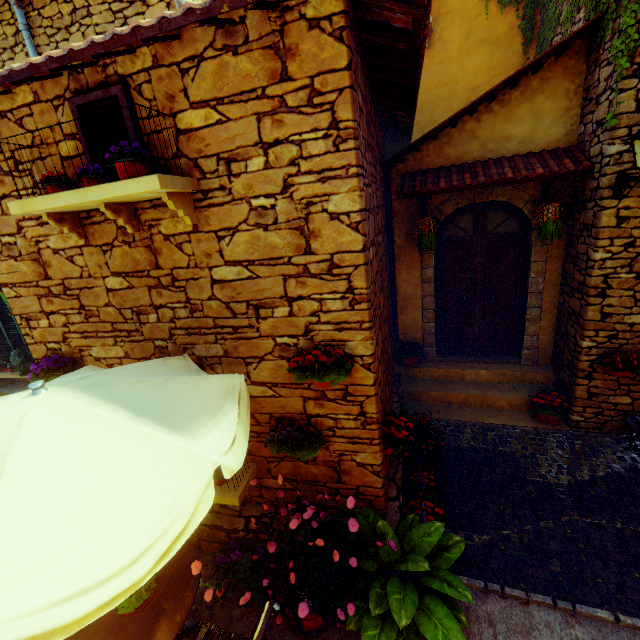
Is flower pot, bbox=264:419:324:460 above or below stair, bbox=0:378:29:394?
above

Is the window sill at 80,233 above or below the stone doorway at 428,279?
above

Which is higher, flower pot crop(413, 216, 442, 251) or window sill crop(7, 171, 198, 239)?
window sill crop(7, 171, 198, 239)

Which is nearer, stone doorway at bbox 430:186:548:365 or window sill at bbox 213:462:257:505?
window sill at bbox 213:462:257:505

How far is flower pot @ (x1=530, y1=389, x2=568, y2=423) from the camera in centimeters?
497cm

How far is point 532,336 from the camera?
5.72m

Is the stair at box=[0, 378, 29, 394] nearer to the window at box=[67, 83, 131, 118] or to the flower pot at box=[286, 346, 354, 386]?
the window at box=[67, 83, 131, 118]

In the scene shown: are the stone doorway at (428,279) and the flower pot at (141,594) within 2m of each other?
no
